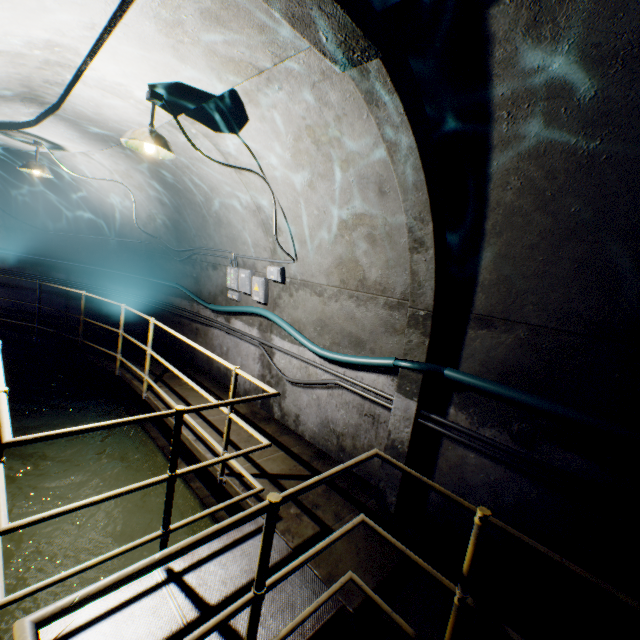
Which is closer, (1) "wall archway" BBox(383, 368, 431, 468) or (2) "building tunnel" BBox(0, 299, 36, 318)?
(1) "wall archway" BBox(383, 368, 431, 468)

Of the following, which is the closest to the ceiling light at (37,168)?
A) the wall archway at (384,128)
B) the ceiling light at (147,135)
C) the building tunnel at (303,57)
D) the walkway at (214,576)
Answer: the building tunnel at (303,57)

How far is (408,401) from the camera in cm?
331

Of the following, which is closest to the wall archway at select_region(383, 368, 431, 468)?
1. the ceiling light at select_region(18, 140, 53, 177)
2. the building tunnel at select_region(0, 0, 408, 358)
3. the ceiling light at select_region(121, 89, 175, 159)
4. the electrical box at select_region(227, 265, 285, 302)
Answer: the building tunnel at select_region(0, 0, 408, 358)

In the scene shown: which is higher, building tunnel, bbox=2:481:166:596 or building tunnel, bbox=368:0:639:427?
building tunnel, bbox=368:0:639:427

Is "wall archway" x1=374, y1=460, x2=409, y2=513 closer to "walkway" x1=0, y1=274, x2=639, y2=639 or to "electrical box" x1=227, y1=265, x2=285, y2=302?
"walkway" x1=0, y1=274, x2=639, y2=639

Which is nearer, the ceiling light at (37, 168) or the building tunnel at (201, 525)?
the building tunnel at (201, 525)

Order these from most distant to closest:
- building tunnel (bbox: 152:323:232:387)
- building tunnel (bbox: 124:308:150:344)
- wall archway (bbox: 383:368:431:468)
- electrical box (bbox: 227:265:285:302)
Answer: building tunnel (bbox: 124:308:150:344)
building tunnel (bbox: 152:323:232:387)
electrical box (bbox: 227:265:285:302)
wall archway (bbox: 383:368:431:468)
